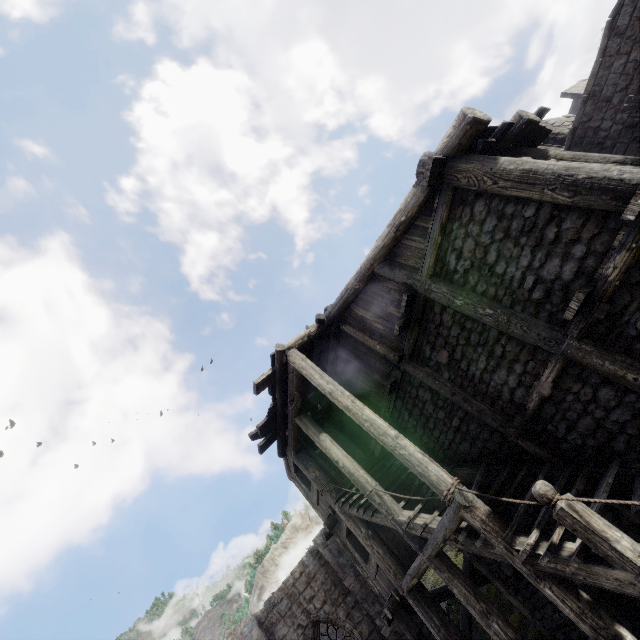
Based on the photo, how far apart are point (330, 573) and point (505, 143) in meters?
16.9 m

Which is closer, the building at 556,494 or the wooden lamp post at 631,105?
the building at 556,494

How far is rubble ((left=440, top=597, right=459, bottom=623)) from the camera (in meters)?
15.92

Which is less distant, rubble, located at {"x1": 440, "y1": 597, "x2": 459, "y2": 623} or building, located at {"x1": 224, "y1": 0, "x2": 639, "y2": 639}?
building, located at {"x1": 224, "y1": 0, "x2": 639, "y2": 639}

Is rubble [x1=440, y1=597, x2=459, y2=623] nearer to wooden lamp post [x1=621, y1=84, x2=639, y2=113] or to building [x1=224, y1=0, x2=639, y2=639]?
building [x1=224, y1=0, x2=639, y2=639]

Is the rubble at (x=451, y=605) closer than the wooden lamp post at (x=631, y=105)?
No

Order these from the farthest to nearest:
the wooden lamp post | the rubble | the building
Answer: the rubble, the wooden lamp post, the building
